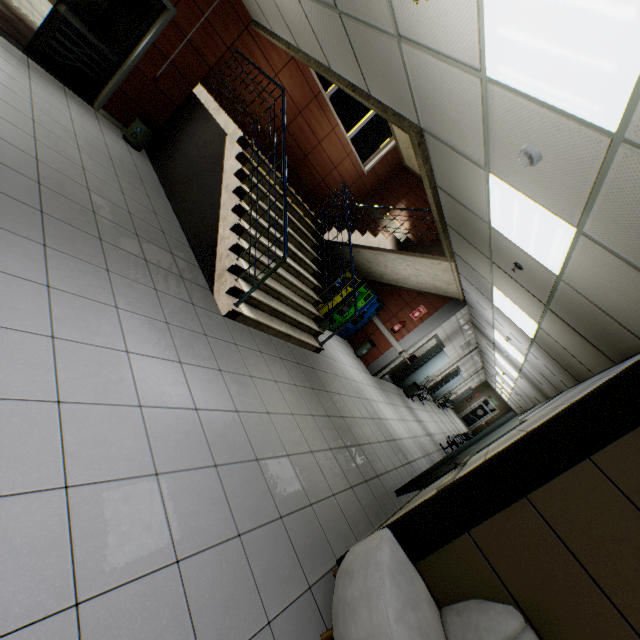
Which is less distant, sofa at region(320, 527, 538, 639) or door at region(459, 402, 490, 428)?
sofa at region(320, 527, 538, 639)

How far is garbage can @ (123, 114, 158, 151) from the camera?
6.0m

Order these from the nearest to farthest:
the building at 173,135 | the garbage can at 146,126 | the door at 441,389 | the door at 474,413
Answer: the building at 173,135
the garbage can at 146,126
the door at 441,389
the door at 474,413

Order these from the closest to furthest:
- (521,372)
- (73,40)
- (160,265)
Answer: (160,265), (73,40), (521,372)

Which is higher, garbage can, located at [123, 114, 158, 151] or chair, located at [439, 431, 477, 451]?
chair, located at [439, 431, 477, 451]

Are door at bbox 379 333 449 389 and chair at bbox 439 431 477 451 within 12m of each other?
yes

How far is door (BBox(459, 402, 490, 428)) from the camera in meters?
23.4

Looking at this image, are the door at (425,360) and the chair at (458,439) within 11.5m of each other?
yes
